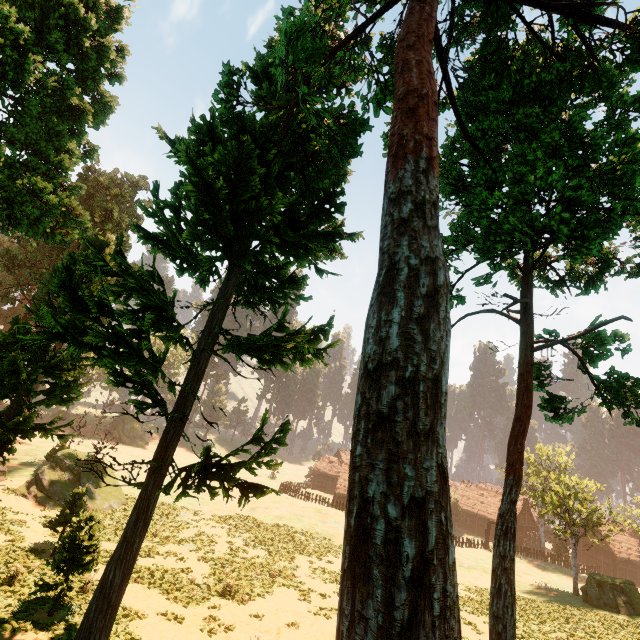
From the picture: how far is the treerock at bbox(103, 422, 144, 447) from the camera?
30.0 meters

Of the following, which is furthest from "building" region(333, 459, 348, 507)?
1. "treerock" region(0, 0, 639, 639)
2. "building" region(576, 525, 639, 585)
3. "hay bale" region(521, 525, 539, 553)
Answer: "building" region(576, 525, 639, 585)

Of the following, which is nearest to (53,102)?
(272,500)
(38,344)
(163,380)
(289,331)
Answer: (38,344)

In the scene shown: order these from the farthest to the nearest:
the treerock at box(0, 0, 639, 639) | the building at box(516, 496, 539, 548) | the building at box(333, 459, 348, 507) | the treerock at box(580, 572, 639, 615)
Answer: the building at box(516, 496, 539, 548)
the building at box(333, 459, 348, 507)
the treerock at box(580, 572, 639, 615)
the treerock at box(0, 0, 639, 639)

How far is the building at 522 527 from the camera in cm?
5429

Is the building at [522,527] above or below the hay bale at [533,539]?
above

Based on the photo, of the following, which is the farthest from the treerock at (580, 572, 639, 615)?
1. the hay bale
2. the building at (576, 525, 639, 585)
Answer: the hay bale

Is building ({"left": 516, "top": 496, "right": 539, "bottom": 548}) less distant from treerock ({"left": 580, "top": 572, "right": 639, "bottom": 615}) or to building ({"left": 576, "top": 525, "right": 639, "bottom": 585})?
treerock ({"left": 580, "top": 572, "right": 639, "bottom": 615})
